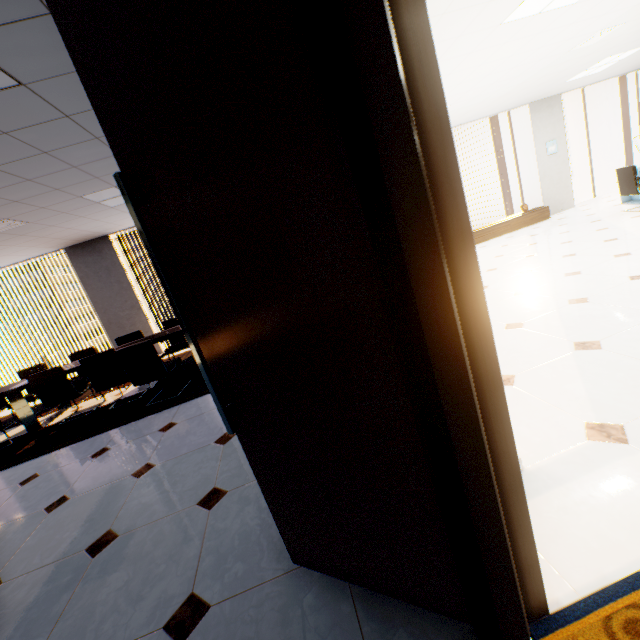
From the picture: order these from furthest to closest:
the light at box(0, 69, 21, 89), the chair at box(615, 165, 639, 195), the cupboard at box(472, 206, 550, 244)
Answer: the cupboard at box(472, 206, 550, 244) → the chair at box(615, 165, 639, 195) → the light at box(0, 69, 21, 89)

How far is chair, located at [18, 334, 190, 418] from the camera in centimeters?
423cm

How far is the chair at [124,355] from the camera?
4.2m

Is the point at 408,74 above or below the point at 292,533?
above

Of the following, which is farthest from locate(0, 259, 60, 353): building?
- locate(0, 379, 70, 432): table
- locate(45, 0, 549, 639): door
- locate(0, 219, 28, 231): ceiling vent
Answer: locate(45, 0, 549, 639): door

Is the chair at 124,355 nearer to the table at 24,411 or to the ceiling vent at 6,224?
the table at 24,411

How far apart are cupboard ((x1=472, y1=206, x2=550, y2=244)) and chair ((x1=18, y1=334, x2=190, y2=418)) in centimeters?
Result: 801cm

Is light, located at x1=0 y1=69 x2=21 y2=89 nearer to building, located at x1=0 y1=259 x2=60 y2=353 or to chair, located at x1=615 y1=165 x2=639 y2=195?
chair, located at x1=615 y1=165 x2=639 y2=195
